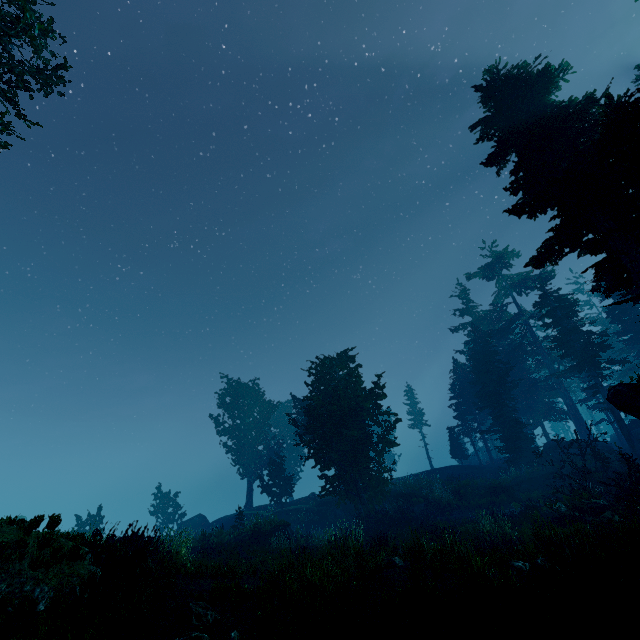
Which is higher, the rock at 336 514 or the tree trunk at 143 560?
the tree trunk at 143 560

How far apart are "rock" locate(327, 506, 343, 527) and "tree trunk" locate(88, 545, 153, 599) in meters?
23.7

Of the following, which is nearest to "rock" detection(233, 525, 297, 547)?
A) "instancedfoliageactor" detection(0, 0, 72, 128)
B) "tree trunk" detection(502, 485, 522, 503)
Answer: "instancedfoliageactor" detection(0, 0, 72, 128)

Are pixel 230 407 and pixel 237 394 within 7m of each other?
yes

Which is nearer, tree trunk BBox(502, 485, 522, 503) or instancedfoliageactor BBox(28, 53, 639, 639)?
instancedfoliageactor BBox(28, 53, 639, 639)

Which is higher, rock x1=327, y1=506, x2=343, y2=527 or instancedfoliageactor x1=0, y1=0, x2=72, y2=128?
instancedfoliageactor x1=0, y1=0, x2=72, y2=128

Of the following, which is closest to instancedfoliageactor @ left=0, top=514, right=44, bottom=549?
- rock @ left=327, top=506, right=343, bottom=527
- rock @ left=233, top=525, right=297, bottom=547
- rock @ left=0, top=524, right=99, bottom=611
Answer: rock @ left=0, top=524, right=99, bottom=611

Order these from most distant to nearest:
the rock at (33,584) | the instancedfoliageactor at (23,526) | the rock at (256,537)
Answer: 1. the rock at (256,537)
2. the instancedfoliageactor at (23,526)
3. the rock at (33,584)
